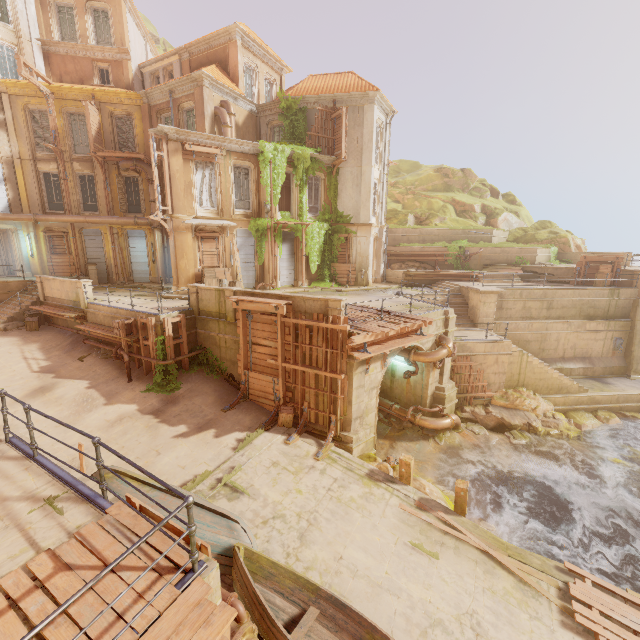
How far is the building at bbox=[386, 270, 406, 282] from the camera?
25.47m

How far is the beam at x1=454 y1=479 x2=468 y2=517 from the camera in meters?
9.9 m

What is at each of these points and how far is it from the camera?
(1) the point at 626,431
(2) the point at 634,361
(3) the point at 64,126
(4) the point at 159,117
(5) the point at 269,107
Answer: (1) rock, 18.9m
(2) pillar, 21.2m
(3) window, 21.8m
(4) window, 22.1m
(5) trim, 23.2m

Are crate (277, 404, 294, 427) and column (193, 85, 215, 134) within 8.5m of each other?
no

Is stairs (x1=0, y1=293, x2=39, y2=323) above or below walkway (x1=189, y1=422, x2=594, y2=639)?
above

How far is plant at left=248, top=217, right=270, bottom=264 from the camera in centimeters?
2066cm

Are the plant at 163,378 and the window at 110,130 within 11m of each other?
no

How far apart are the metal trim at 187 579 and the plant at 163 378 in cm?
1051
